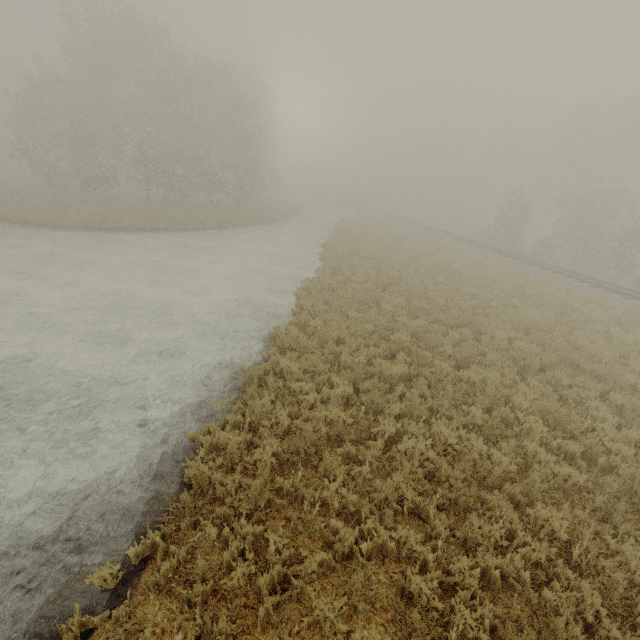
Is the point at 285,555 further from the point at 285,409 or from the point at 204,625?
the point at 285,409
